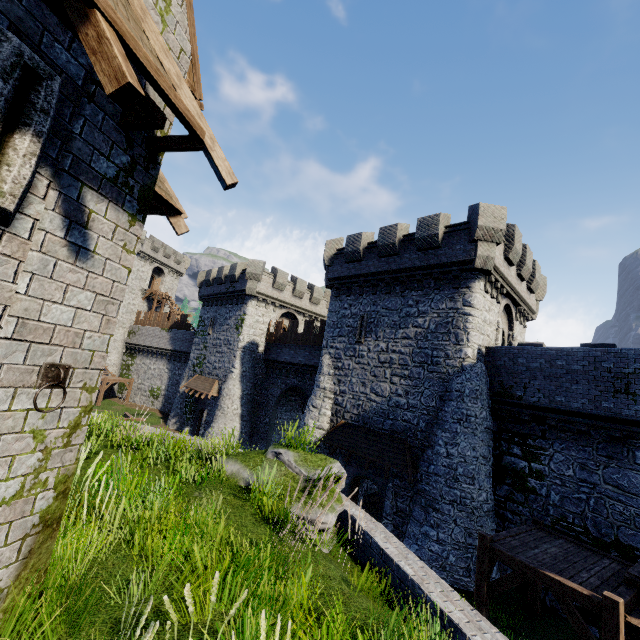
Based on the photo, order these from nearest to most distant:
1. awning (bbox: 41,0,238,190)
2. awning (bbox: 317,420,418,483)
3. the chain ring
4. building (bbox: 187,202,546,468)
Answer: awning (bbox: 41,0,238,190)
the chain ring
awning (bbox: 317,420,418,483)
building (bbox: 187,202,546,468)

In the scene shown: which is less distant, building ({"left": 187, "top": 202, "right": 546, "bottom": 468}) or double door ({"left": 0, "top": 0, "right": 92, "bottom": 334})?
double door ({"left": 0, "top": 0, "right": 92, "bottom": 334})

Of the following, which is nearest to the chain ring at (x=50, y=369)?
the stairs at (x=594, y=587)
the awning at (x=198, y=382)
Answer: the stairs at (x=594, y=587)

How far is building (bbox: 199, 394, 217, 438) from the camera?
29.24m

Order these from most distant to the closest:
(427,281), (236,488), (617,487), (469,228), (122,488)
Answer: (427,281)
(469,228)
(617,487)
(236,488)
(122,488)

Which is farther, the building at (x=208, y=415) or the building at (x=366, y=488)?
the building at (x=208, y=415)

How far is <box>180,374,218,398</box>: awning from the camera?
29.0 meters

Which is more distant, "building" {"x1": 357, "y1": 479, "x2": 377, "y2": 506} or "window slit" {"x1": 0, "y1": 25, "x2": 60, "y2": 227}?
"building" {"x1": 357, "y1": 479, "x2": 377, "y2": 506}
